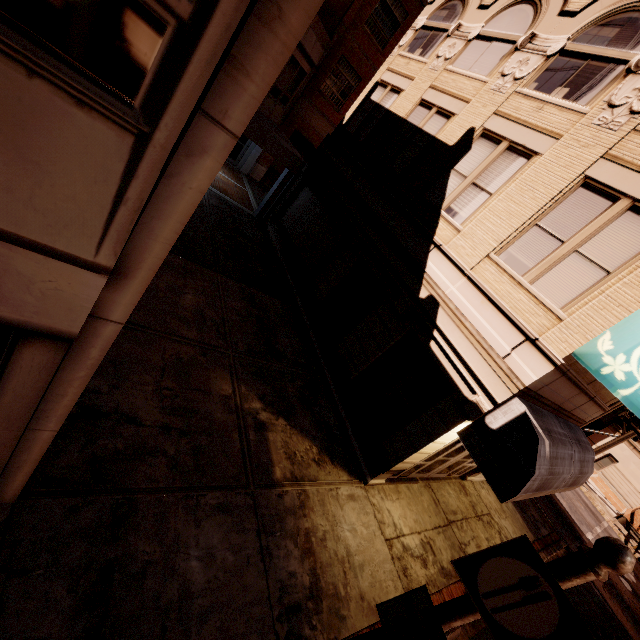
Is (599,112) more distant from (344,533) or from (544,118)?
(344,533)

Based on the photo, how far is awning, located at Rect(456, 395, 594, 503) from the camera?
6.2m

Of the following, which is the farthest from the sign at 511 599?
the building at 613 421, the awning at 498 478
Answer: the building at 613 421

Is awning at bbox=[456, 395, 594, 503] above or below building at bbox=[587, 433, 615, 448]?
above

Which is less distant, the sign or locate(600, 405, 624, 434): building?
the sign

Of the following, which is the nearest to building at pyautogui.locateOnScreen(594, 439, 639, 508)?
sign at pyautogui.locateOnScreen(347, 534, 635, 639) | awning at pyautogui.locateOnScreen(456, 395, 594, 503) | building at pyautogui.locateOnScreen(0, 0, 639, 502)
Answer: awning at pyautogui.locateOnScreen(456, 395, 594, 503)

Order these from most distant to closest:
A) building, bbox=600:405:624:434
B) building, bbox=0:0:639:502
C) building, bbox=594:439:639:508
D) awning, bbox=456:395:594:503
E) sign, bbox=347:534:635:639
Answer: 1. building, bbox=600:405:624:434
2. building, bbox=594:439:639:508
3. awning, bbox=456:395:594:503
4. sign, bbox=347:534:635:639
5. building, bbox=0:0:639:502

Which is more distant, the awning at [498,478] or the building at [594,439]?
the building at [594,439]
